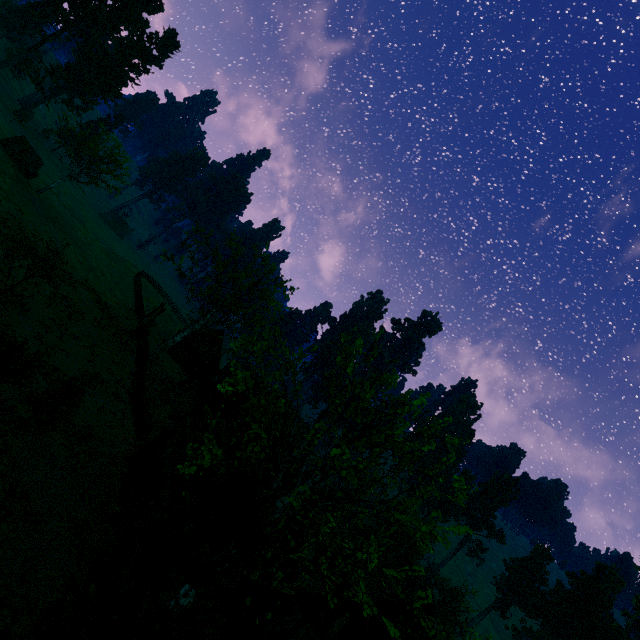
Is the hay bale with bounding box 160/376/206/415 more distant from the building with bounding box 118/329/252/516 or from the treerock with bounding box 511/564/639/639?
the treerock with bounding box 511/564/639/639

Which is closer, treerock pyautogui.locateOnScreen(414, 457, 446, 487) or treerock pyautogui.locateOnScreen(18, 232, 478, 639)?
treerock pyautogui.locateOnScreen(18, 232, 478, 639)

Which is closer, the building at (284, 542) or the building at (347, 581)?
the building at (284, 542)

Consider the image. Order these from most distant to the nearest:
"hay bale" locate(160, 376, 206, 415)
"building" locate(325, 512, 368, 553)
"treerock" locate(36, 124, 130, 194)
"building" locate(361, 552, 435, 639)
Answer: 1. "building" locate(325, 512, 368, 553)
2. "treerock" locate(36, 124, 130, 194)
3. "hay bale" locate(160, 376, 206, 415)
4. "building" locate(361, 552, 435, 639)

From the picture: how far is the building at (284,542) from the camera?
15.29m

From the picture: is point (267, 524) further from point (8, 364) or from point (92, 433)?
point (92, 433)

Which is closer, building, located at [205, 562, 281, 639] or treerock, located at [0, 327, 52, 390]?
treerock, located at [0, 327, 52, 390]

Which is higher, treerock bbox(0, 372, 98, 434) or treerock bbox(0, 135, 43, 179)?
treerock bbox(0, 135, 43, 179)
